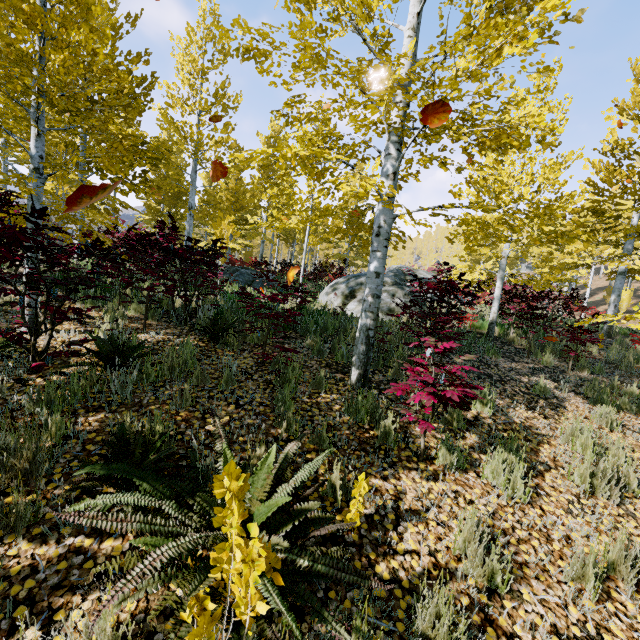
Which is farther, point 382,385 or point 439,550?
point 382,385

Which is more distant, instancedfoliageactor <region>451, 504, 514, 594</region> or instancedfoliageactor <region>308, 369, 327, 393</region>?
instancedfoliageactor <region>308, 369, 327, 393</region>

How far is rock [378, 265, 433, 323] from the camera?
9.6 meters

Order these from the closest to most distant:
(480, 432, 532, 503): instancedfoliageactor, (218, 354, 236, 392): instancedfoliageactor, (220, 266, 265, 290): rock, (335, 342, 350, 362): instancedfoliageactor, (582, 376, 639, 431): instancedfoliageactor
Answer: (480, 432, 532, 503): instancedfoliageactor, (218, 354, 236, 392): instancedfoliageactor, (582, 376, 639, 431): instancedfoliageactor, (335, 342, 350, 362): instancedfoliageactor, (220, 266, 265, 290): rock

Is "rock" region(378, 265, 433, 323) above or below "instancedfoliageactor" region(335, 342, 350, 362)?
above

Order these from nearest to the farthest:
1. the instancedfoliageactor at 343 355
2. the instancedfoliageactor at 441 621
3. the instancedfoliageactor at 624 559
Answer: the instancedfoliageactor at 441 621 < the instancedfoliageactor at 624 559 < the instancedfoliageactor at 343 355

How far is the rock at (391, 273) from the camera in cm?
958

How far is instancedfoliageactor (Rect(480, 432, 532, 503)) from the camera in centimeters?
311cm
